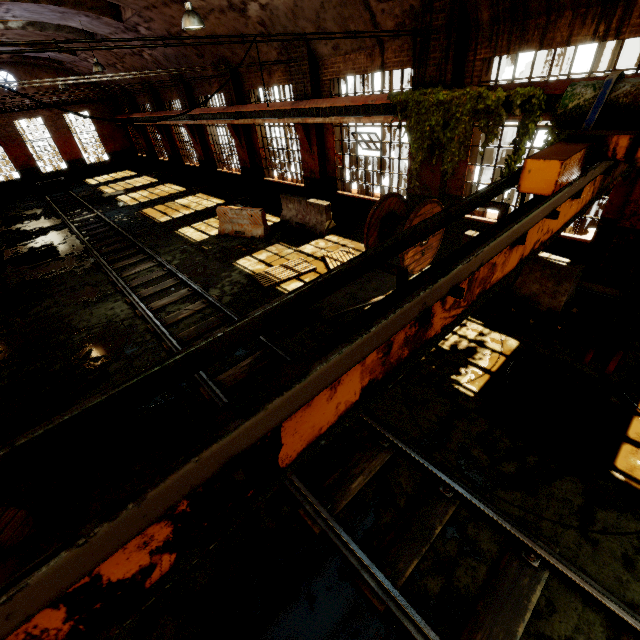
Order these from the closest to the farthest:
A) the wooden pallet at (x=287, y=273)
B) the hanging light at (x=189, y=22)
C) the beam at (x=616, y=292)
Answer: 1. the beam at (x=616, y=292)
2. the hanging light at (x=189, y=22)
3. the wooden pallet at (x=287, y=273)

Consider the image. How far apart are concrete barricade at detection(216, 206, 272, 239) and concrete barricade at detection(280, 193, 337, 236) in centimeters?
83cm

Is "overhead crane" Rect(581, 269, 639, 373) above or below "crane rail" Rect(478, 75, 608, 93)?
below

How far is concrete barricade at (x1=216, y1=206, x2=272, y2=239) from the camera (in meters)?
11.68

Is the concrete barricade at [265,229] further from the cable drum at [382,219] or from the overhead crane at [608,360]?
the overhead crane at [608,360]

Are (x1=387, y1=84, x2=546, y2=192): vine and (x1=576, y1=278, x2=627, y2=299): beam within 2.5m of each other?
yes

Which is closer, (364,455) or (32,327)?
(364,455)

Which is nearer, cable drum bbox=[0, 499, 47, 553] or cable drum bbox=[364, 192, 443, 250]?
cable drum bbox=[0, 499, 47, 553]
